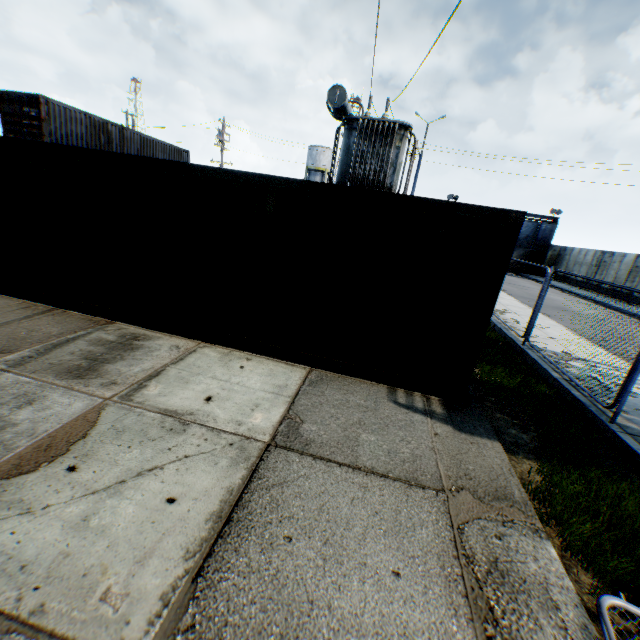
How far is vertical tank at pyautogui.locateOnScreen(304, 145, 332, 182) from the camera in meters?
49.0 m

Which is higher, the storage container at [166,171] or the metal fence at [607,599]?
the storage container at [166,171]

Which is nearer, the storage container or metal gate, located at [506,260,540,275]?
the storage container

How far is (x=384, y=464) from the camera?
3.6m

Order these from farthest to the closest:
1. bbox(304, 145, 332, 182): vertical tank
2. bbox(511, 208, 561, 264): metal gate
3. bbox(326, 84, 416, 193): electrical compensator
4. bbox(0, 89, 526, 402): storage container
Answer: bbox(304, 145, 332, 182): vertical tank → bbox(511, 208, 561, 264): metal gate → bbox(326, 84, 416, 193): electrical compensator → bbox(0, 89, 526, 402): storage container

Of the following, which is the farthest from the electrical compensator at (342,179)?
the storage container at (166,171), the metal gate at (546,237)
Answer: the metal gate at (546,237)

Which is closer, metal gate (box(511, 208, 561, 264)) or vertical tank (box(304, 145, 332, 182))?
metal gate (box(511, 208, 561, 264))

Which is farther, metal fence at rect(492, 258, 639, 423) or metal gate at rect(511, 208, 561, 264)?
metal gate at rect(511, 208, 561, 264)
